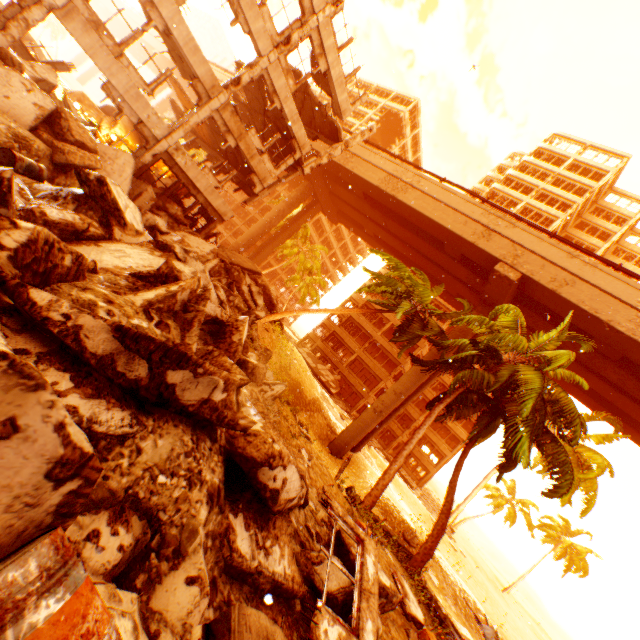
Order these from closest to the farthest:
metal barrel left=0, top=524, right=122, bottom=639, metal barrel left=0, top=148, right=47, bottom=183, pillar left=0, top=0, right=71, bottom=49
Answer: metal barrel left=0, top=524, right=122, bottom=639
metal barrel left=0, top=148, right=47, bottom=183
pillar left=0, top=0, right=71, bottom=49

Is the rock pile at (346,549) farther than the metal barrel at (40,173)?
No

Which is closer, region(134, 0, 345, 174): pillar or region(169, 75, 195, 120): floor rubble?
region(134, 0, 345, 174): pillar

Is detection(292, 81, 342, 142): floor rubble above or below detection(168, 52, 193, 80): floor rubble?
above

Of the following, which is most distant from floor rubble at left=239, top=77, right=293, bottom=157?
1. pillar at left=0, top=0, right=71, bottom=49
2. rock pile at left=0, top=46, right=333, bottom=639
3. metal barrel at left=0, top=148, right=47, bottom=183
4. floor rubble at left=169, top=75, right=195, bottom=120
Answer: metal barrel at left=0, top=148, right=47, bottom=183

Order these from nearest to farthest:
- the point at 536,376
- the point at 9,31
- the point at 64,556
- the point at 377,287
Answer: the point at 64,556, the point at 9,31, the point at 536,376, the point at 377,287

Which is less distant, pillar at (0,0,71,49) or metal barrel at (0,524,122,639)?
metal barrel at (0,524,122,639)

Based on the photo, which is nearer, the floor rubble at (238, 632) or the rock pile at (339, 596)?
the floor rubble at (238, 632)
